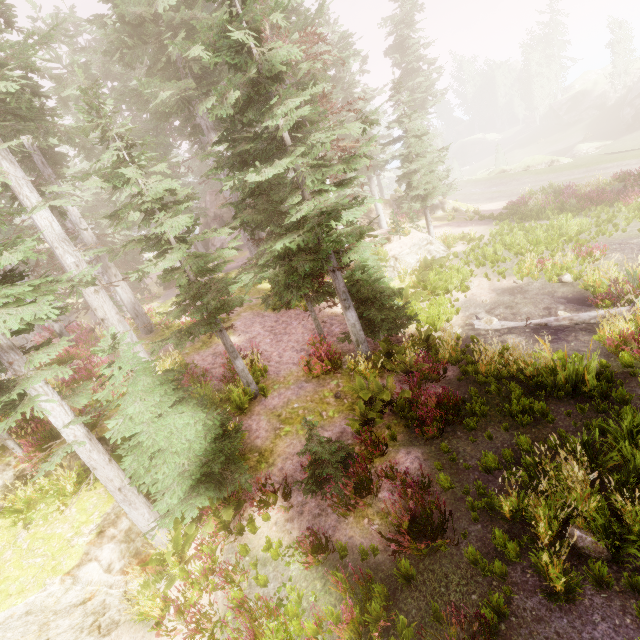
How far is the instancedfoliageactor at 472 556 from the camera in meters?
5.0 m

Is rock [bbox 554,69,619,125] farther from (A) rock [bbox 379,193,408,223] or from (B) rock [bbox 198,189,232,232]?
(B) rock [bbox 198,189,232,232]

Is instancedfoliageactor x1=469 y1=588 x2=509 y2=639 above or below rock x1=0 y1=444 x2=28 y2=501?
below

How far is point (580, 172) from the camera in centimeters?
2936cm

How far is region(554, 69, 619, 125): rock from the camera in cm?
5510

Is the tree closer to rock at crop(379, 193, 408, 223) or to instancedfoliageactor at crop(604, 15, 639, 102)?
instancedfoliageactor at crop(604, 15, 639, 102)

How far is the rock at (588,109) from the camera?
55.10m

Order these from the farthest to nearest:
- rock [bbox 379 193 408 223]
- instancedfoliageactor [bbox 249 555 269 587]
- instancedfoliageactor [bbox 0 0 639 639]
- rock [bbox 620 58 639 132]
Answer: rock [bbox 620 58 639 132], rock [bbox 379 193 408 223], instancedfoliageactor [bbox 249 555 269 587], instancedfoliageactor [bbox 0 0 639 639]
